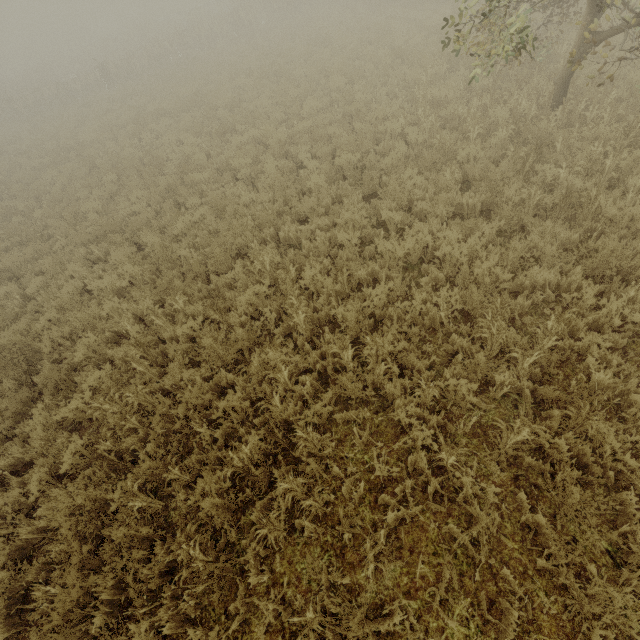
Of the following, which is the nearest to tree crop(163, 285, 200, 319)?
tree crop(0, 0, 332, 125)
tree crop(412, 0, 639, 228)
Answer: tree crop(412, 0, 639, 228)

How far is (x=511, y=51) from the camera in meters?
4.9

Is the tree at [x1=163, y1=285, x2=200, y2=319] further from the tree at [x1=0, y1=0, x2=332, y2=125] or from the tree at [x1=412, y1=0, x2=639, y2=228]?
the tree at [x1=0, y1=0, x2=332, y2=125]

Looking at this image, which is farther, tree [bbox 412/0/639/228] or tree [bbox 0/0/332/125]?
tree [bbox 0/0/332/125]

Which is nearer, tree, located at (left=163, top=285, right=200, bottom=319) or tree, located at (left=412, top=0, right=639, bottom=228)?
tree, located at (left=412, top=0, right=639, bottom=228)

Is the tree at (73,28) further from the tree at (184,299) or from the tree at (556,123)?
the tree at (184,299)

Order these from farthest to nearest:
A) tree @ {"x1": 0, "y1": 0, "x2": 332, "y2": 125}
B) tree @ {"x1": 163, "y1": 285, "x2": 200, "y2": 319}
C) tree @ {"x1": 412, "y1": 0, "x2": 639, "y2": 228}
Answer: tree @ {"x1": 0, "y1": 0, "x2": 332, "y2": 125}, tree @ {"x1": 163, "y1": 285, "x2": 200, "y2": 319}, tree @ {"x1": 412, "y1": 0, "x2": 639, "y2": 228}

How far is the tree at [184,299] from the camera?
6.16m
